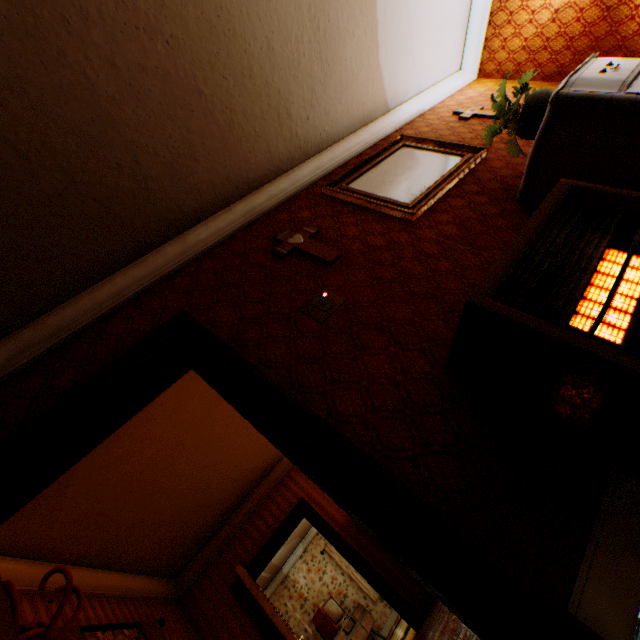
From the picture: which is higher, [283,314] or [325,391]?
[283,314]

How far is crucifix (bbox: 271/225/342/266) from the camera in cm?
239

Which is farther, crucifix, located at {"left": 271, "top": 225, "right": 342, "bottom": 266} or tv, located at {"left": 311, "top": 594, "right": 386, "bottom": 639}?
tv, located at {"left": 311, "top": 594, "right": 386, "bottom": 639}

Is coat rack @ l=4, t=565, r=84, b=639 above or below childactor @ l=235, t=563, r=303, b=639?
above

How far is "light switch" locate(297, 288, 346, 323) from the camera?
2.0 meters

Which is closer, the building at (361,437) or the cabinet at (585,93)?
the building at (361,437)

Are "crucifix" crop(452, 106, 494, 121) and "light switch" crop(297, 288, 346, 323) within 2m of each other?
no

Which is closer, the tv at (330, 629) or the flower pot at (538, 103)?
the flower pot at (538, 103)
